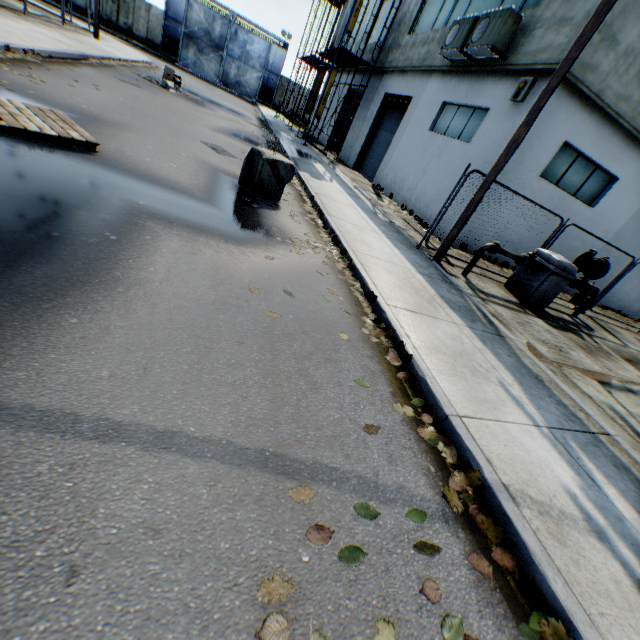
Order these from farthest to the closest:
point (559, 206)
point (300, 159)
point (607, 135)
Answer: point (300, 159) → point (559, 206) → point (607, 135)

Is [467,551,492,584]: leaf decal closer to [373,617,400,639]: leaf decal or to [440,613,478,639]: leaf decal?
A: [440,613,478,639]: leaf decal

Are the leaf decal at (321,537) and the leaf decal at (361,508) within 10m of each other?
yes

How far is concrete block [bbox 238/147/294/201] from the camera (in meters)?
6.58

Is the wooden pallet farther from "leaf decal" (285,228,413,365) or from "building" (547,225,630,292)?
"building" (547,225,630,292)

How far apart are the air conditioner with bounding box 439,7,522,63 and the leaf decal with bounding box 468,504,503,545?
11.7m

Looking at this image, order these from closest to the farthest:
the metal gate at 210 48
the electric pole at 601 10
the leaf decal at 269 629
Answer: the leaf decal at 269 629 < the electric pole at 601 10 < the metal gate at 210 48

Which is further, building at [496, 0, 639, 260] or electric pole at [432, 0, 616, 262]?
building at [496, 0, 639, 260]
